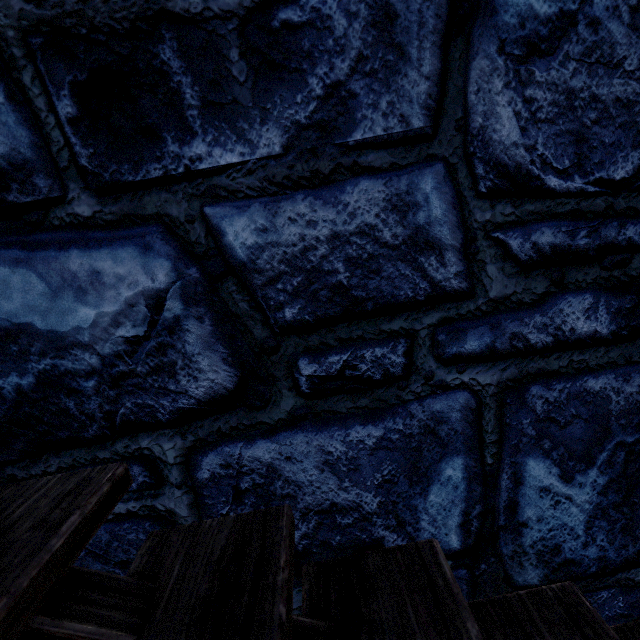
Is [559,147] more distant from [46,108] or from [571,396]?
[46,108]
